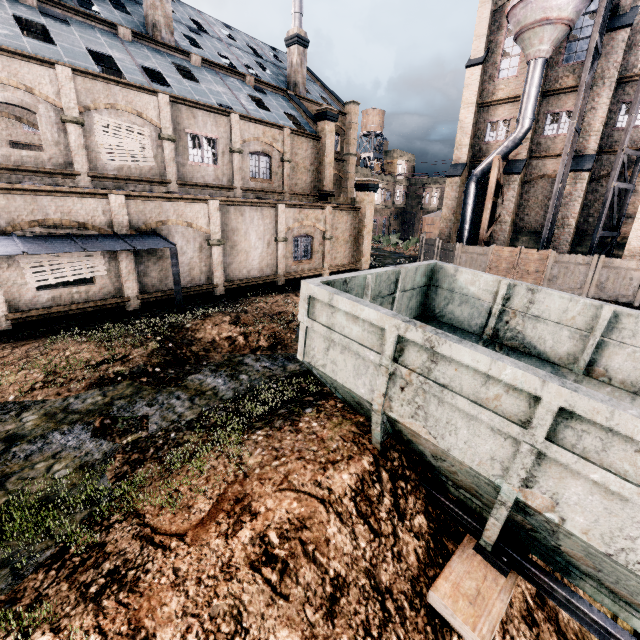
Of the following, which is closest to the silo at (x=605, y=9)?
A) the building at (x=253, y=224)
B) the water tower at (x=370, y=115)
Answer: the building at (x=253, y=224)

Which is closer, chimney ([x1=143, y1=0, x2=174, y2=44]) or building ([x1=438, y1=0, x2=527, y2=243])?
chimney ([x1=143, y1=0, x2=174, y2=44])

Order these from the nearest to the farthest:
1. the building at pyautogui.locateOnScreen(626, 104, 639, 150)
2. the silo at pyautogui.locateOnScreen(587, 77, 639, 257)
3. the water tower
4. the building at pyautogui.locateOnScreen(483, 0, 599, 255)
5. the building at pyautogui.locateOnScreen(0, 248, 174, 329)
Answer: the building at pyautogui.locateOnScreen(0, 248, 174, 329) < the silo at pyautogui.locateOnScreen(587, 77, 639, 257) < the building at pyautogui.locateOnScreen(626, 104, 639, 150) < the building at pyautogui.locateOnScreen(483, 0, 599, 255) < the water tower

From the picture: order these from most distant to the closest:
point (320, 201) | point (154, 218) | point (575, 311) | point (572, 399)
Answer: point (320, 201)
point (154, 218)
point (575, 311)
point (572, 399)

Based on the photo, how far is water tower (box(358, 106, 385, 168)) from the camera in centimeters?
5681cm

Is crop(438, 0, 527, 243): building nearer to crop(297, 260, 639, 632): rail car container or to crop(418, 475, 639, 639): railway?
crop(297, 260, 639, 632): rail car container

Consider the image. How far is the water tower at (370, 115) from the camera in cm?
5681

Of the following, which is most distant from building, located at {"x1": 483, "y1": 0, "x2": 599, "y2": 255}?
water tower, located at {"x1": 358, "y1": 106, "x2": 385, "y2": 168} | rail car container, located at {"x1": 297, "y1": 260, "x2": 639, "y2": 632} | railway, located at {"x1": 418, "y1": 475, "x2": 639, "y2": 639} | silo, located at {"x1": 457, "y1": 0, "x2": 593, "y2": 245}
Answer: railway, located at {"x1": 418, "y1": 475, "x2": 639, "y2": 639}
